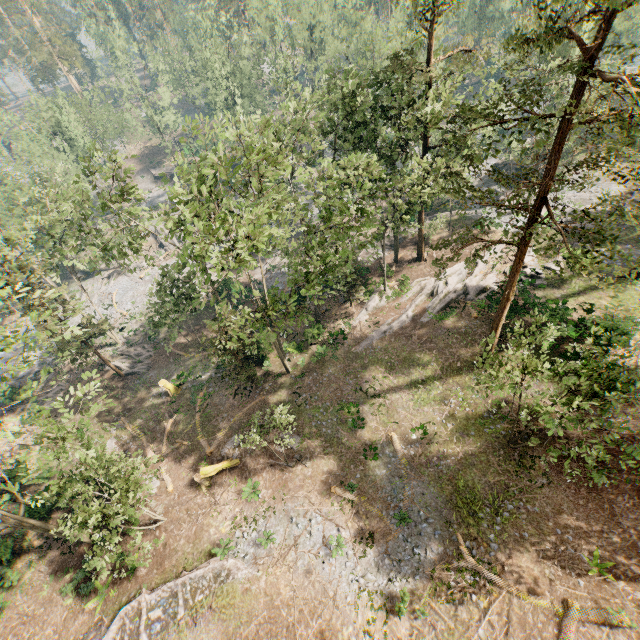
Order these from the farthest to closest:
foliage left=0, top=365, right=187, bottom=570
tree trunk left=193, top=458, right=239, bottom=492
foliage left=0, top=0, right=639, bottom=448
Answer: tree trunk left=193, top=458, right=239, bottom=492, foliage left=0, top=365, right=187, bottom=570, foliage left=0, top=0, right=639, bottom=448

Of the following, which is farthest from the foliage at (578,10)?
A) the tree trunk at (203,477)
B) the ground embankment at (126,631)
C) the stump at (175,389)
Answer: the stump at (175,389)

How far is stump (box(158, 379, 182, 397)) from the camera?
30.1m

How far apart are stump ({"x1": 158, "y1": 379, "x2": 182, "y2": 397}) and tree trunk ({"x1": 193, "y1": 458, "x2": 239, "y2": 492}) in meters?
9.0 m

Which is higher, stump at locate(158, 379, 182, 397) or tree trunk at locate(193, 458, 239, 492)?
tree trunk at locate(193, 458, 239, 492)

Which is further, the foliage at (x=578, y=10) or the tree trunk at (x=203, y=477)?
the tree trunk at (x=203, y=477)

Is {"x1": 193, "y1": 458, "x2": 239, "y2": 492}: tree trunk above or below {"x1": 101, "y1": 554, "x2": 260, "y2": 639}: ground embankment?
below

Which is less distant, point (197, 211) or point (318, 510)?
point (318, 510)
